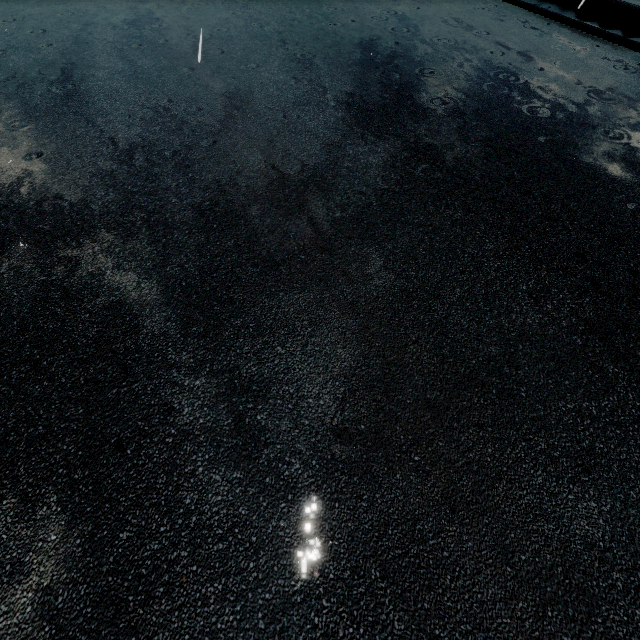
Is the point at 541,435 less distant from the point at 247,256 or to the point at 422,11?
the point at 247,256
